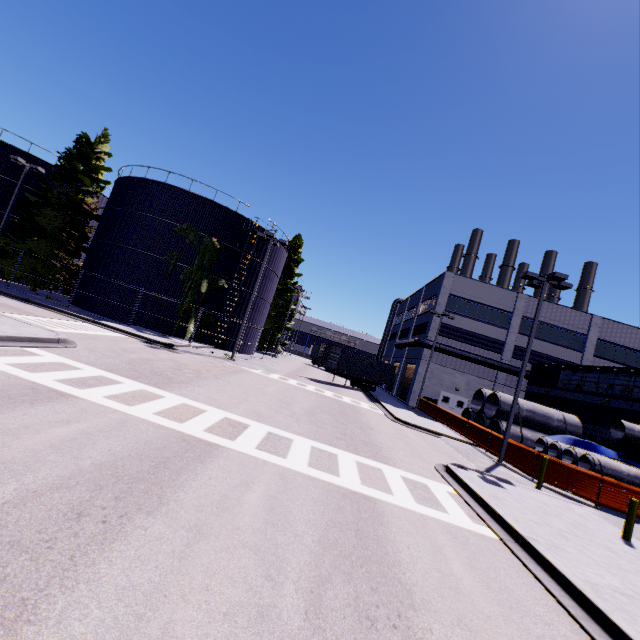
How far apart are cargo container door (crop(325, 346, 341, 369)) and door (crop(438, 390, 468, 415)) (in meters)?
11.93

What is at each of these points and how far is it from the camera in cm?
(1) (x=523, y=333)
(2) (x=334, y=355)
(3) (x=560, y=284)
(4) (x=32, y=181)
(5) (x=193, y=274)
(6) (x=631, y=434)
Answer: (1) building, 3419
(2) cargo container door, 3078
(3) light, 1680
(4) silo, 3105
(5) tree, 2725
(6) concrete pipe, 1452

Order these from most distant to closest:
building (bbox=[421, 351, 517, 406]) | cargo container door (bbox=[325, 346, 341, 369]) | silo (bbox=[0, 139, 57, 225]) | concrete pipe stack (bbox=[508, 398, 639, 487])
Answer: building (bbox=[421, 351, 517, 406])
cargo container door (bbox=[325, 346, 341, 369])
silo (bbox=[0, 139, 57, 225])
concrete pipe stack (bbox=[508, 398, 639, 487])

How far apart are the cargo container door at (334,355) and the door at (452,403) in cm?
1193

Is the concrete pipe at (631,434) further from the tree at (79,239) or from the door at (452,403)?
the door at (452,403)

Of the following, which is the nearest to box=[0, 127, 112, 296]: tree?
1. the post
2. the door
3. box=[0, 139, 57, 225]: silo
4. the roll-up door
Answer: box=[0, 139, 57, 225]: silo

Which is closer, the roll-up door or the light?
the light

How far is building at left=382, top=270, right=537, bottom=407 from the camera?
34.0 meters
